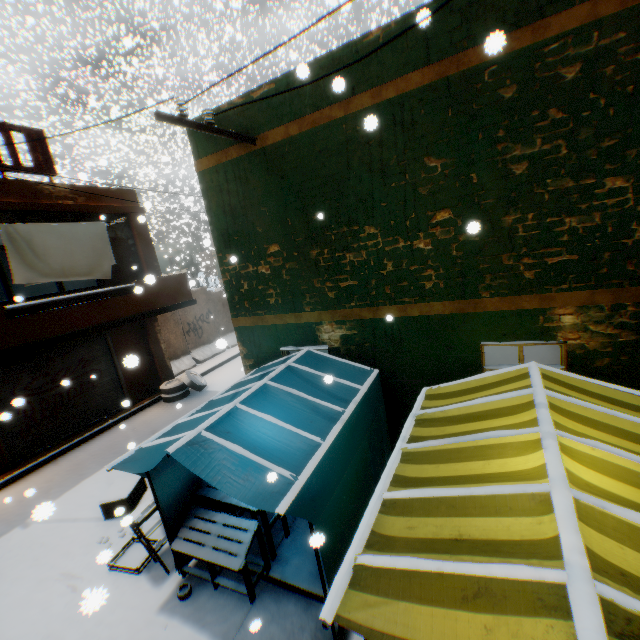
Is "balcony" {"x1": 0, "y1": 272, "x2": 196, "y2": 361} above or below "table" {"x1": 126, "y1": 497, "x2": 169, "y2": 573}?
above

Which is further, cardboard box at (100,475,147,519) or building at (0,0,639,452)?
cardboard box at (100,475,147,519)

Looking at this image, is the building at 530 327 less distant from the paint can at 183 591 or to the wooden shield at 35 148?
the wooden shield at 35 148

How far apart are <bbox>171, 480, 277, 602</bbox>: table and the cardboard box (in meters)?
2.33

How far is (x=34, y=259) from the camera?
7.50m

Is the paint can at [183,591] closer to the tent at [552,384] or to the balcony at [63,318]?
the tent at [552,384]

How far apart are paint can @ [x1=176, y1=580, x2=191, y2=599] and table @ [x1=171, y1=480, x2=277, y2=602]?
0.09m

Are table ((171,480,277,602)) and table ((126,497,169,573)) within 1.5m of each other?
yes
